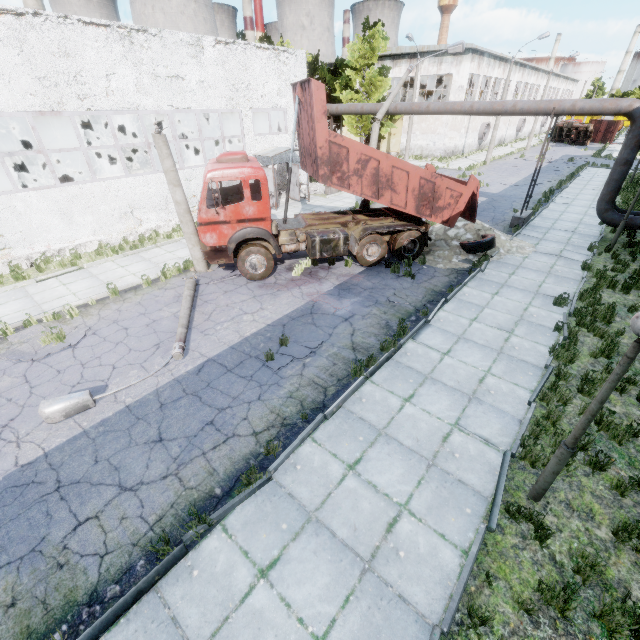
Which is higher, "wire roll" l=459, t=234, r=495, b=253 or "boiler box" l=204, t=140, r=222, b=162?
"boiler box" l=204, t=140, r=222, b=162

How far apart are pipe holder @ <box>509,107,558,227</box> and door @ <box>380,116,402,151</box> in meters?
27.3

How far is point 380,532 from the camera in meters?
4.7

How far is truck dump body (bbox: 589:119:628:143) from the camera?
48.2 meters

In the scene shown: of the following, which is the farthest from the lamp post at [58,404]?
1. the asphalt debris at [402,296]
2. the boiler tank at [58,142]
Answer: the boiler tank at [58,142]

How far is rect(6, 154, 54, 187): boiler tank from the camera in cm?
A: 1706

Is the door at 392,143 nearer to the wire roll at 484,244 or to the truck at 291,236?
the truck at 291,236

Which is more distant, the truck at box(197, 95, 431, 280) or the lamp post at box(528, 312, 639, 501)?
the truck at box(197, 95, 431, 280)
